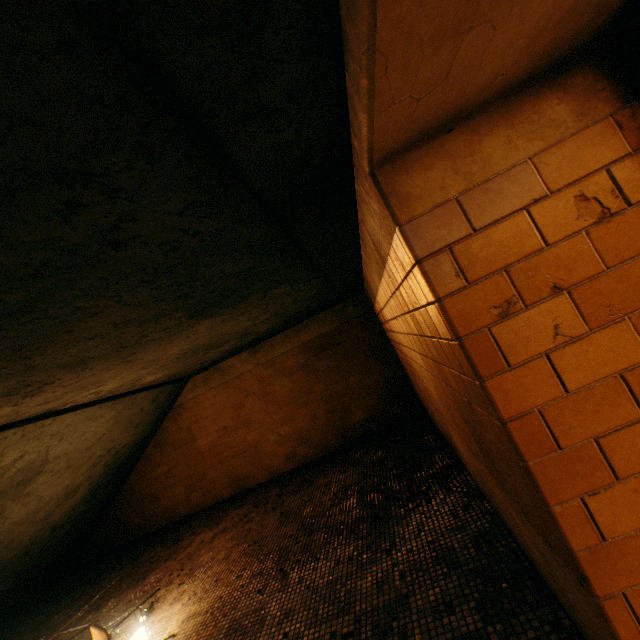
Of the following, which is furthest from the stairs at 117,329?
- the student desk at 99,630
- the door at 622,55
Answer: the student desk at 99,630

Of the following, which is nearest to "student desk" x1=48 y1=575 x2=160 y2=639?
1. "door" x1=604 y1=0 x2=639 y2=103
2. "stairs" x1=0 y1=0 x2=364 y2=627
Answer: "stairs" x1=0 y1=0 x2=364 y2=627

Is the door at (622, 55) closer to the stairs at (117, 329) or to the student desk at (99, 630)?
the stairs at (117, 329)

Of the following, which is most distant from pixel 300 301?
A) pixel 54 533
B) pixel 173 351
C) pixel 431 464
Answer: pixel 54 533

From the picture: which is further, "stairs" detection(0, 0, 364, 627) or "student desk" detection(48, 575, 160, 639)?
"student desk" detection(48, 575, 160, 639)

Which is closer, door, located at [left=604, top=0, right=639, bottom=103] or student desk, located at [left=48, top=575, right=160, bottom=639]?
door, located at [left=604, top=0, right=639, bottom=103]

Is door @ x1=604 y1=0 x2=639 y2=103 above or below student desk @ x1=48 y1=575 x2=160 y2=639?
above

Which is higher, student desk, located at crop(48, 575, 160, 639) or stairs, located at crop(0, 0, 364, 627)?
stairs, located at crop(0, 0, 364, 627)
